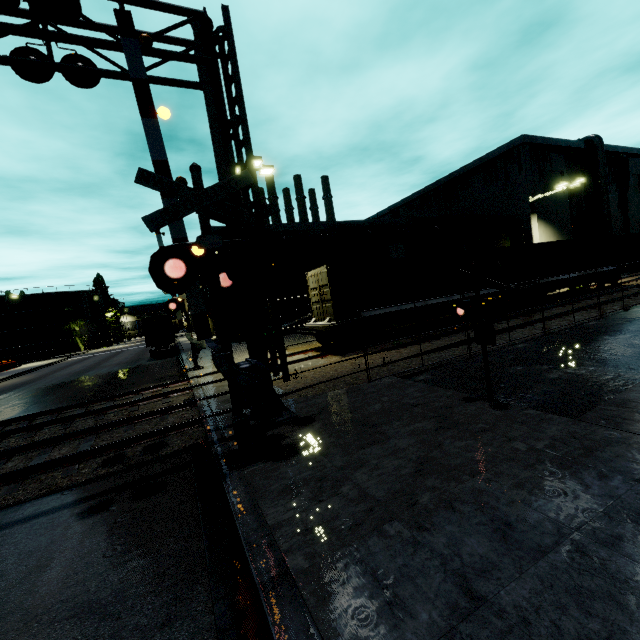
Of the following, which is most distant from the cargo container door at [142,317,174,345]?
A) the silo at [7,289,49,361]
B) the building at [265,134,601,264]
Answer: the silo at [7,289,49,361]

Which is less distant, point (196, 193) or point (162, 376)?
point (196, 193)

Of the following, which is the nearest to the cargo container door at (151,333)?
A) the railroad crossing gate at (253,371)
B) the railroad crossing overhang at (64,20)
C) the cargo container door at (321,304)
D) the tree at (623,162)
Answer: the railroad crossing gate at (253,371)

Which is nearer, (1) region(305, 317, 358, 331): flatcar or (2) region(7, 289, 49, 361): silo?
(1) region(305, 317, 358, 331): flatcar

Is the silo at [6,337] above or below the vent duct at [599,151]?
below

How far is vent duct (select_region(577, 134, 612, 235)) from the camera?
36.06m

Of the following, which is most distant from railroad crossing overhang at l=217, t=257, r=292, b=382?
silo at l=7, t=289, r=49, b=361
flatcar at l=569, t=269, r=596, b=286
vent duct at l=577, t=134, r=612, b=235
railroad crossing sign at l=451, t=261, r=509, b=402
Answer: vent duct at l=577, t=134, r=612, b=235

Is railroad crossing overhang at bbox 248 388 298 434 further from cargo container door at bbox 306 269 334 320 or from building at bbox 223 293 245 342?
building at bbox 223 293 245 342
